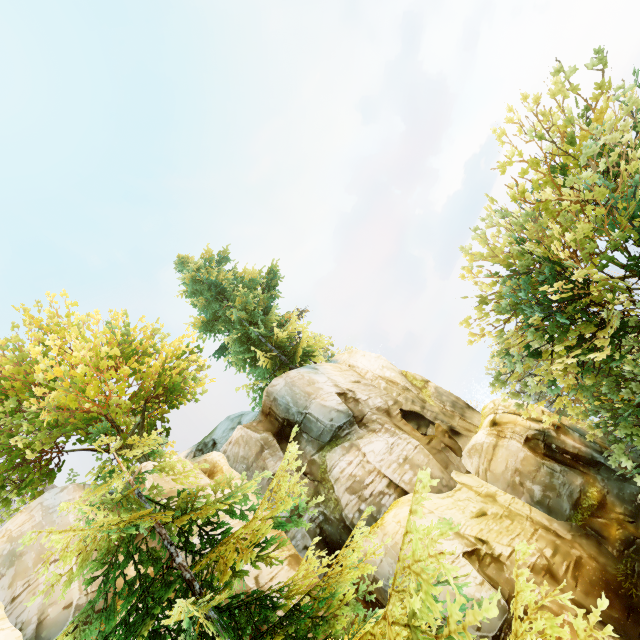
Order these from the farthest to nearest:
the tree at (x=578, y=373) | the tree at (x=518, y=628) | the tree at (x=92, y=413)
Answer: the tree at (x=578, y=373)
the tree at (x=518, y=628)
the tree at (x=92, y=413)

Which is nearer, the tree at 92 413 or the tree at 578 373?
the tree at 92 413

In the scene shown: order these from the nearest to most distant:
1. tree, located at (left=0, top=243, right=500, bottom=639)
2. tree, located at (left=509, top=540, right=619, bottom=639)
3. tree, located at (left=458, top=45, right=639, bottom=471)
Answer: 1. tree, located at (left=0, top=243, right=500, bottom=639)
2. tree, located at (left=509, top=540, right=619, bottom=639)
3. tree, located at (left=458, top=45, right=639, bottom=471)

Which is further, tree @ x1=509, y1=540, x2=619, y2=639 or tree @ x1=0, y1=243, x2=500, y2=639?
tree @ x1=509, y1=540, x2=619, y2=639

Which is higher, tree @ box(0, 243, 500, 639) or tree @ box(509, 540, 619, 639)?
tree @ box(0, 243, 500, 639)

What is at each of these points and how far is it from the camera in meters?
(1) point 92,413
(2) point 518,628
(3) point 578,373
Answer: (1) tree, 15.9 m
(2) tree, 5.3 m
(3) tree, 10.7 m
